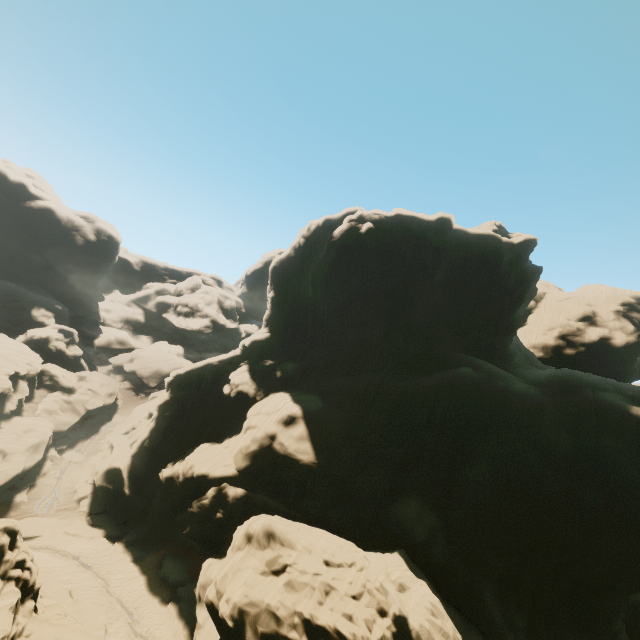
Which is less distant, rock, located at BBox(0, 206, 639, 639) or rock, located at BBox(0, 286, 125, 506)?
rock, located at BBox(0, 206, 639, 639)

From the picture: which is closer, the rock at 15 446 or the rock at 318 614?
the rock at 318 614

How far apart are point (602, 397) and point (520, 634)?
19.4 meters
